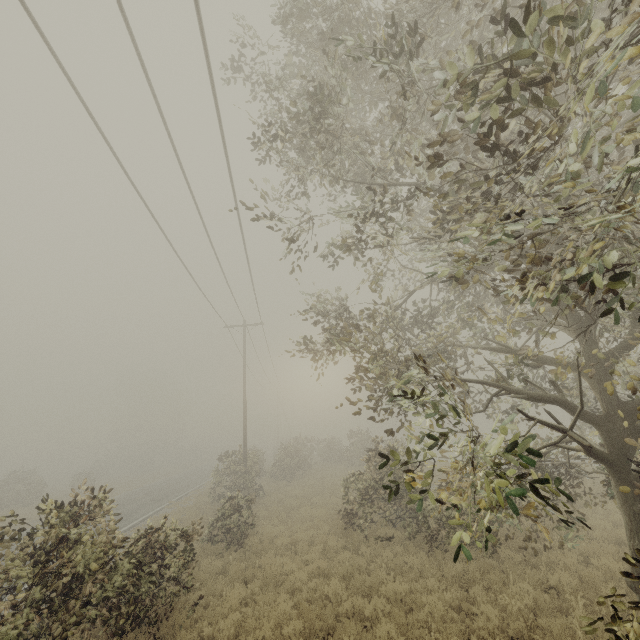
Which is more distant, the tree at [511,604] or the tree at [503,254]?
the tree at [511,604]

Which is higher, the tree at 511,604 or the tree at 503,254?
the tree at 503,254

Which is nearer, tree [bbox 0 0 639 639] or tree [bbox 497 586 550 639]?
tree [bbox 0 0 639 639]

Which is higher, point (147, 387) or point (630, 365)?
point (147, 387)

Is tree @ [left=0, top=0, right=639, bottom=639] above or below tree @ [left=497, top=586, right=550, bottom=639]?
above
